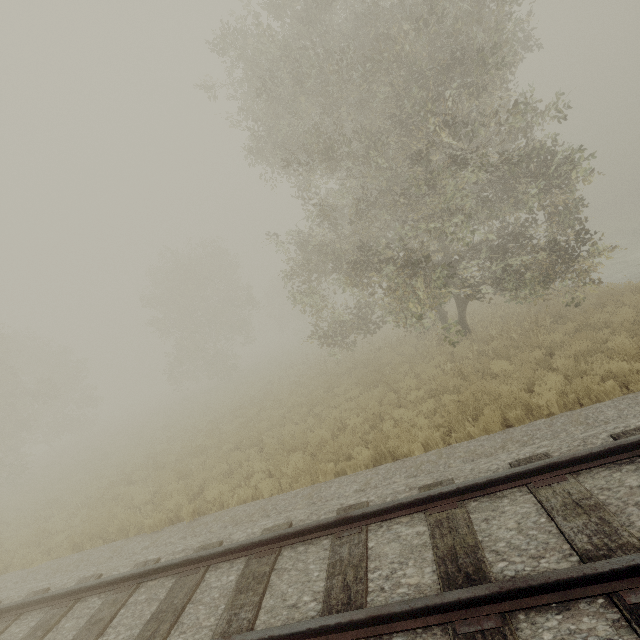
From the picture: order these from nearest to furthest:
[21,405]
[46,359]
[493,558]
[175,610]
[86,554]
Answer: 1. [493,558]
2. [175,610]
3. [86,554]
4. [21,405]
5. [46,359]
